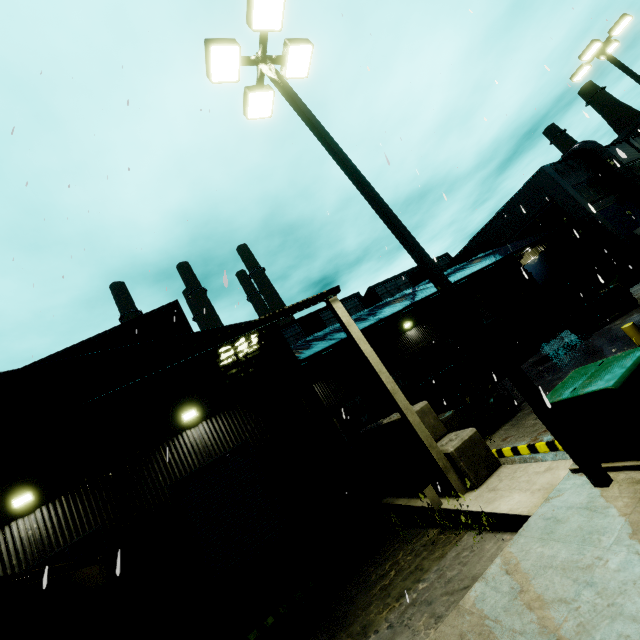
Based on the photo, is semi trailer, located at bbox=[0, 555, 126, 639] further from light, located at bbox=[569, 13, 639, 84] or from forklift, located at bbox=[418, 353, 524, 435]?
light, located at bbox=[569, 13, 639, 84]

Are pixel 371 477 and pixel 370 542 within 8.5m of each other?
yes

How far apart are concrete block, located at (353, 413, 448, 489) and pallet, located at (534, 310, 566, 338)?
13.1m

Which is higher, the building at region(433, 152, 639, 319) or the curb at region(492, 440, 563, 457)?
the building at region(433, 152, 639, 319)

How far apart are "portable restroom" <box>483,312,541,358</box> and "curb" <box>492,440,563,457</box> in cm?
1231

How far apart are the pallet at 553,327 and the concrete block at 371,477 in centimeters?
1308cm

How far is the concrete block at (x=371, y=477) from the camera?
8.22m

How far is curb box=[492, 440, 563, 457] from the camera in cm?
622
